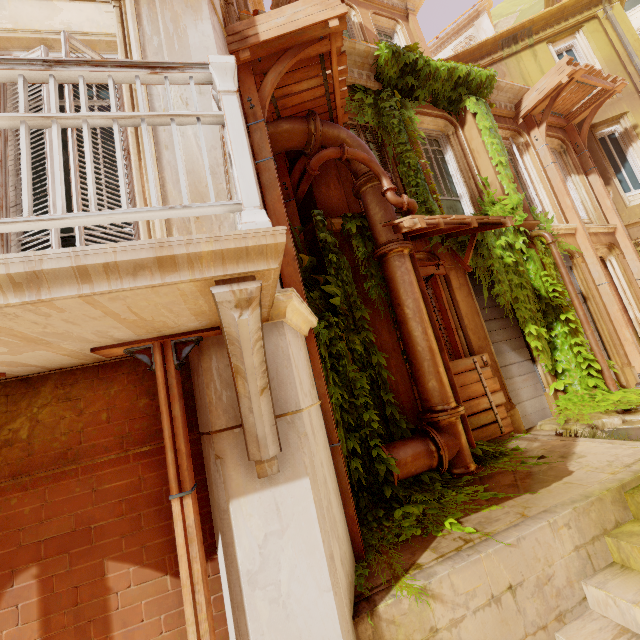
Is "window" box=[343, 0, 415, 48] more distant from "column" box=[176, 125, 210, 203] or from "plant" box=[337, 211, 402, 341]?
"column" box=[176, 125, 210, 203]

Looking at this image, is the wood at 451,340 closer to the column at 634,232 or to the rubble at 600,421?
the rubble at 600,421

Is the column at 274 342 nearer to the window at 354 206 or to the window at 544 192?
the window at 354 206

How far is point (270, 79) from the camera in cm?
435

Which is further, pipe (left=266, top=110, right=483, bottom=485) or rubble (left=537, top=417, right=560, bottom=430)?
rubble (left=537, top=417, right=560, bottom=430)

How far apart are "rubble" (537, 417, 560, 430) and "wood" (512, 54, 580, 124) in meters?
8.3

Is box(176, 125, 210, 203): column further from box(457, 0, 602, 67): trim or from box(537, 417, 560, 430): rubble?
box(457, 0, 602, 67): trim

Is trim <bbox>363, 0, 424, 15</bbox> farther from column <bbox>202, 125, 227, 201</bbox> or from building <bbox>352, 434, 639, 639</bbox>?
building <bbox>352, 434, 639, 639</bbox>
